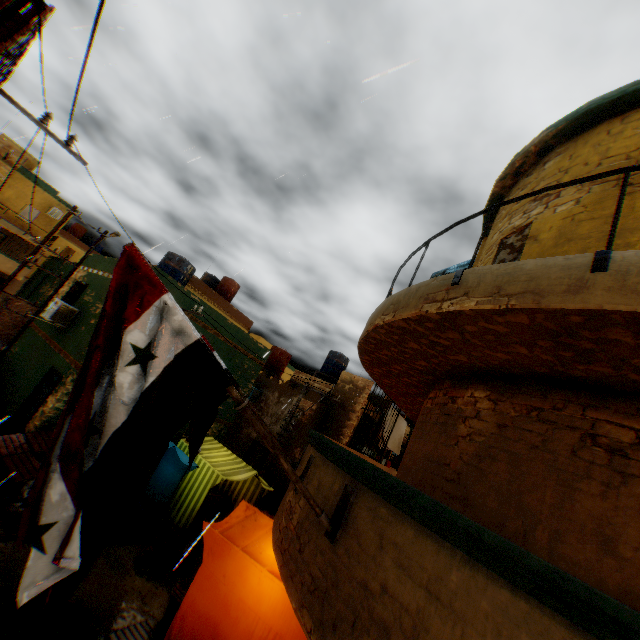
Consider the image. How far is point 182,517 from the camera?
10.3 meters

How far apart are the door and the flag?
14.0 meters

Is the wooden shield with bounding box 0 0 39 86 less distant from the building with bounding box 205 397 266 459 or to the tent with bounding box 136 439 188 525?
the building with bounding box 205 397 266 459

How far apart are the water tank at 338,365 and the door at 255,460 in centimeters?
654cm

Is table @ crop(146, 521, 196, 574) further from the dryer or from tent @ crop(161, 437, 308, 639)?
the dryer

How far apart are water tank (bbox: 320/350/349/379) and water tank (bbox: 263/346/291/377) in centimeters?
231cm

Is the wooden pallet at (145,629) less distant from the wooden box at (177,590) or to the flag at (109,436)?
the wooden box at (177,590)

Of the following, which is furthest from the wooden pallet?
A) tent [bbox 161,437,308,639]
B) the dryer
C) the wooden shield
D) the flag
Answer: the dryer
